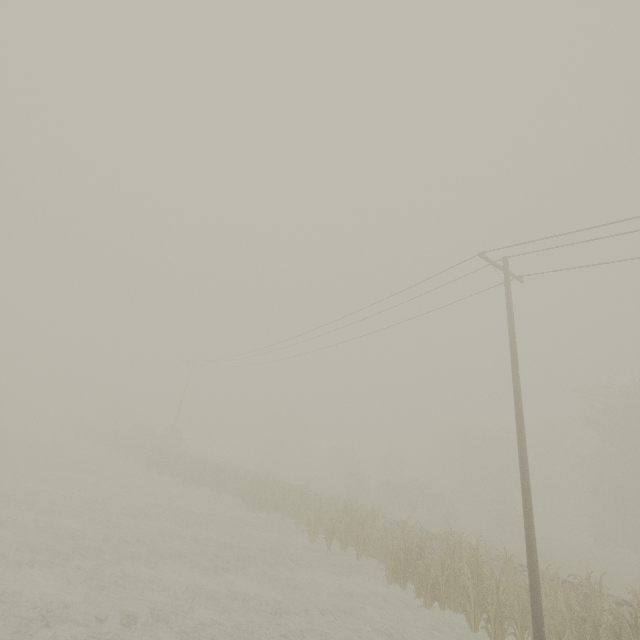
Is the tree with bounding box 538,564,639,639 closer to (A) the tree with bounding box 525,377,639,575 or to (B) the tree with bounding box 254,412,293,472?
(A) the tree with bounding box 525,377,639,575

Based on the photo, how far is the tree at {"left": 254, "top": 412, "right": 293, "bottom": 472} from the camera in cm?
5584

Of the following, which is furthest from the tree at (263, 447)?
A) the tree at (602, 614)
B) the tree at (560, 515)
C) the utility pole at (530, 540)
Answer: the utility pole at (530, 540)

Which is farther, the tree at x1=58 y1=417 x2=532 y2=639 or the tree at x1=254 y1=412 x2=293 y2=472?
the tree at x1=254 y1=412 x2=293 y2=472

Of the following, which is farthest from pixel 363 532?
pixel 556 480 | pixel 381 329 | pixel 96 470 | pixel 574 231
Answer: pixel 556 480

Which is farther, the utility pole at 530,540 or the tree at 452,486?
the tree at 452,486

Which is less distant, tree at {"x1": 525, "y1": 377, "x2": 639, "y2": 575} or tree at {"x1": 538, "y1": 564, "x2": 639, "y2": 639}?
tree at {"x1": 538, "y1": 564, "x2": 639, "y2": 639}
